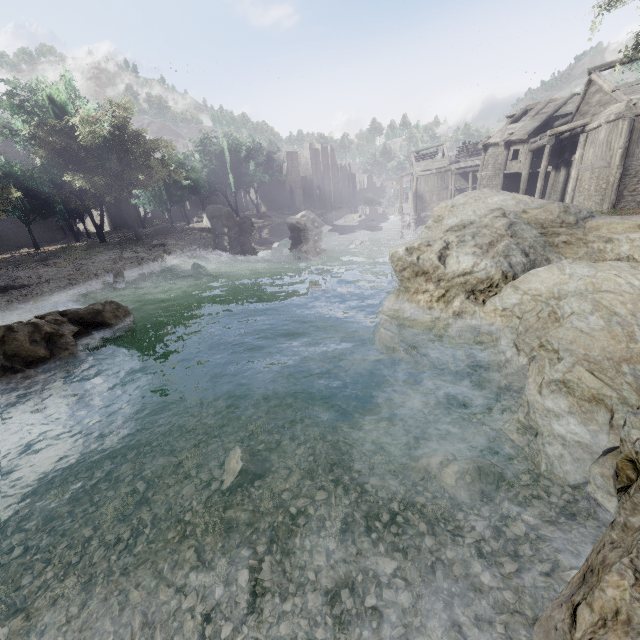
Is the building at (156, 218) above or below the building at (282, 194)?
below

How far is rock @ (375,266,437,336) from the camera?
10.4m

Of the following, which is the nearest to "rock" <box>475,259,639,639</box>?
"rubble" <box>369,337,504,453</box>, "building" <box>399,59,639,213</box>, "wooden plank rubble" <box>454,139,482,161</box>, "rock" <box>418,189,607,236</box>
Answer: "rubble" <box>369,337,504,453</box>

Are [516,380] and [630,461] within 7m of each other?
yes

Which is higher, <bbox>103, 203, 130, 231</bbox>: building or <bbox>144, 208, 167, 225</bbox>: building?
<bbox>103, 203, 130, 231</bbox>: building

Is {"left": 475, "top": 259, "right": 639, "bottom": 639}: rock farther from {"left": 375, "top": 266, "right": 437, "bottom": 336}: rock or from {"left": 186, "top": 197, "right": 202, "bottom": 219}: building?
{"left": 186, "top": 197, "right": 202, "bottom": 219}: building

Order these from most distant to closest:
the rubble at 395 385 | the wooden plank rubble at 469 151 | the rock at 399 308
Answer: the wooden plank rubble at 469 151 → the rock at 399 308 → the rubble at 395 385

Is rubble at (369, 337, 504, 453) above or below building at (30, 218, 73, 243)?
below
